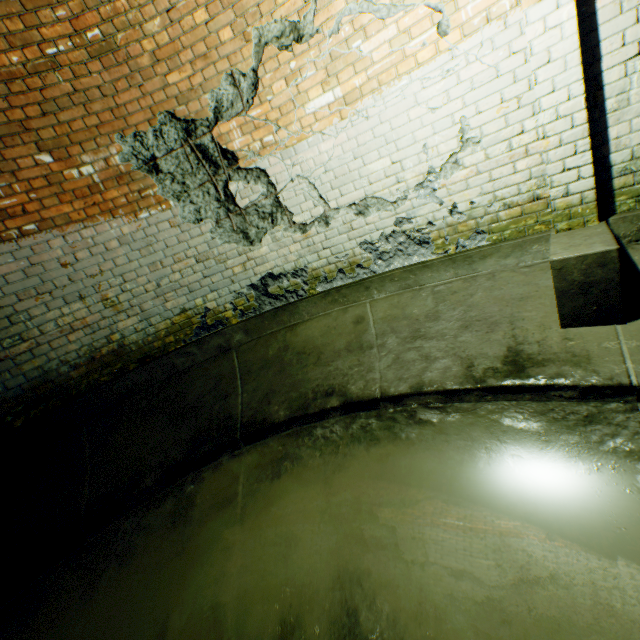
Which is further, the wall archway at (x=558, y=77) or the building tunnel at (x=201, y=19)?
the wall archway at (x=558, y=77)

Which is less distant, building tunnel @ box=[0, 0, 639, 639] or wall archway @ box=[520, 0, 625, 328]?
building tunnel @ box=[0, 0, 639, 639]

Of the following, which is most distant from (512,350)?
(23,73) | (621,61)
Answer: (23,73)
